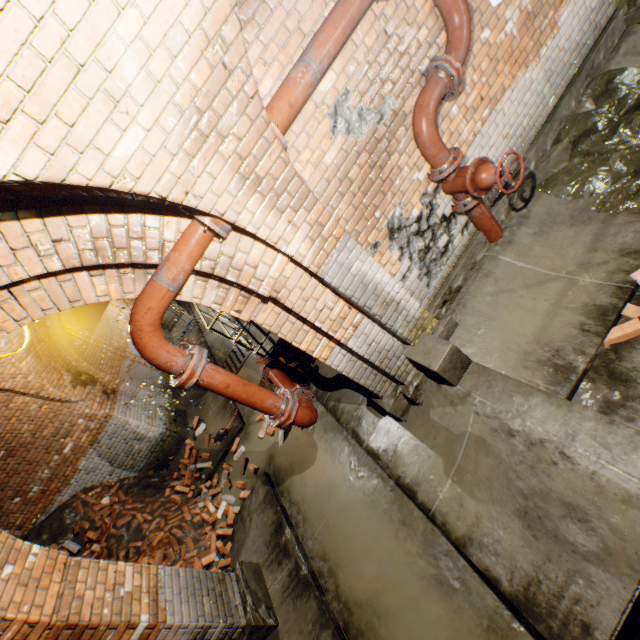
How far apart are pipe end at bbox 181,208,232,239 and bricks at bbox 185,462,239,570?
5.0m

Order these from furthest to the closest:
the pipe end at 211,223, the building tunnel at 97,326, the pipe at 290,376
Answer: the building tunnel at 97,326
the pipe at 290,376
the pipe end at 211,223

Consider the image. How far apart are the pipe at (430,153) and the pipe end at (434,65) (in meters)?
0.02

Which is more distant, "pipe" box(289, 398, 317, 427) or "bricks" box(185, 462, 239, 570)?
"bricks" box(185, 462, 239, 570)

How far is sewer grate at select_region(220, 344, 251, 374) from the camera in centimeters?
912cm

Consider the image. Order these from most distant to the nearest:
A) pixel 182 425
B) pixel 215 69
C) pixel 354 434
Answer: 1. pixel 182 425
2. pixel 354 434
3. pixel 215 69

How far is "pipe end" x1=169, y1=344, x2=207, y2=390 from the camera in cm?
Result: 251

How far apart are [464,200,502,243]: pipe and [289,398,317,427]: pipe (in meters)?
2.84
